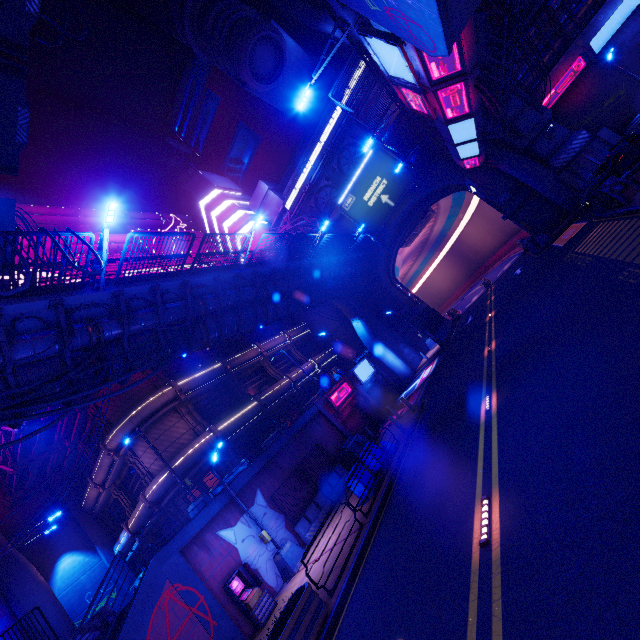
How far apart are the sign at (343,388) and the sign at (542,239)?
16.9 meters

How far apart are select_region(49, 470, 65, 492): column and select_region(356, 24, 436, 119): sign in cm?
3664

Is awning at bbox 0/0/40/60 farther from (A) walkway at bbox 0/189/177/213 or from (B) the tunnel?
(B) the tunnel

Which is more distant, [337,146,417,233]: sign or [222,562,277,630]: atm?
[337,146,417,233]: sign

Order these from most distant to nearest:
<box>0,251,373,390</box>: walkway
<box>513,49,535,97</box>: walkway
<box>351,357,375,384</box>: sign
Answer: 1. <box>351,357,375,384</box>: sign
2. <box>513,49,535,97</box>: walkway
3. <box>0,251,373,390</box>: walkway

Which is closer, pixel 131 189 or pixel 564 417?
pixel 564 417

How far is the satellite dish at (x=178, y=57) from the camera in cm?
5144

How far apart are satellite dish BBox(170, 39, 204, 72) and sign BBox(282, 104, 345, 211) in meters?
33.0
